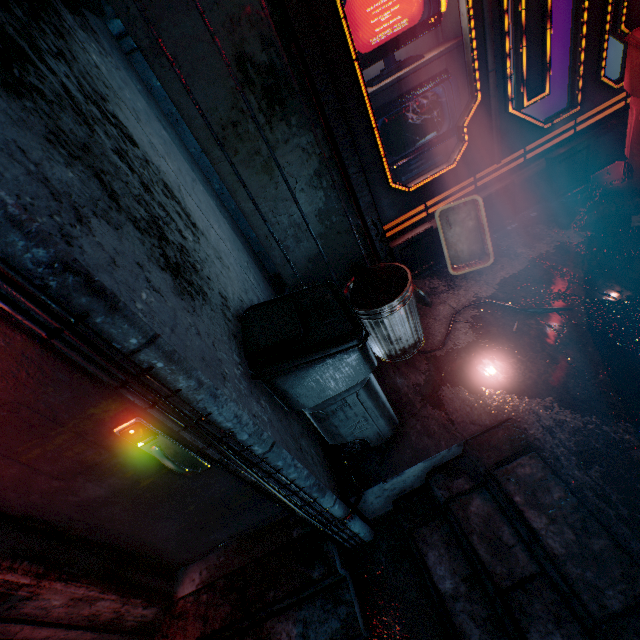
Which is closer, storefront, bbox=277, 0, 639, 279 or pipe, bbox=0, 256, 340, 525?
pipe, bbox=0, 256, 340, 525

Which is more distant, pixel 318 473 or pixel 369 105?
pixel 369 105

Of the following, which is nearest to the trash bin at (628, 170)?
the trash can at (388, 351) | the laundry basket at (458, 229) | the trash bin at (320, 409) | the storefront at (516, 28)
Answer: the storefront at (516, 28)

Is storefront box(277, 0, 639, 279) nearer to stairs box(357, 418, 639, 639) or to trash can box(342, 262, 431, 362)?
trash can box(342, 262, 431, 362)

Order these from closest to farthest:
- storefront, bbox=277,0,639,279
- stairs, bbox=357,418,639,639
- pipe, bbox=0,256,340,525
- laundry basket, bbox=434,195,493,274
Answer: pipe, bbox=0,256,340,525 → stairs, bbox=357,418,639,639 → storefront, bbox=277,0,639,279 → laundry basket, bbox=434,195,493,274

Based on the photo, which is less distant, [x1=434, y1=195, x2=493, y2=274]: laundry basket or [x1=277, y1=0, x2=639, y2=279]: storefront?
[x1=277, y1=0, x2=639, y2=279]: storefront

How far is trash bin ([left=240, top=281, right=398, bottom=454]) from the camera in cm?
140

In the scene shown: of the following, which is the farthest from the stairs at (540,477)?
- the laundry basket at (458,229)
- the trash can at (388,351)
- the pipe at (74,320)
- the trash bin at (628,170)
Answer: the trash bin at (628,170)
